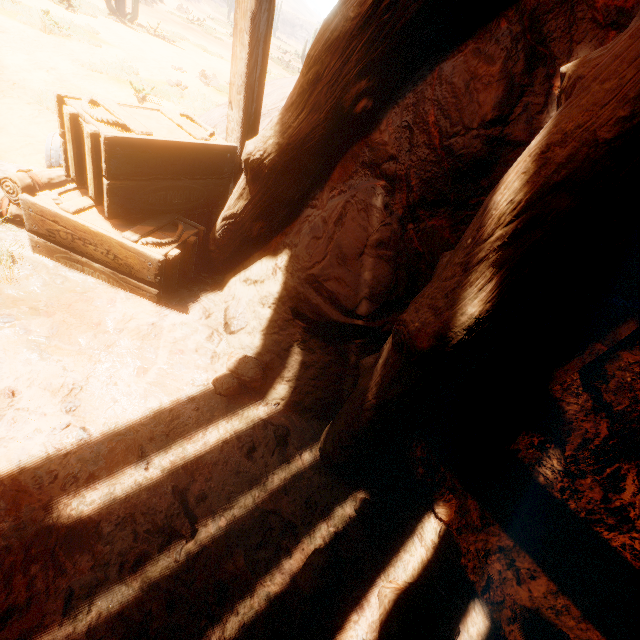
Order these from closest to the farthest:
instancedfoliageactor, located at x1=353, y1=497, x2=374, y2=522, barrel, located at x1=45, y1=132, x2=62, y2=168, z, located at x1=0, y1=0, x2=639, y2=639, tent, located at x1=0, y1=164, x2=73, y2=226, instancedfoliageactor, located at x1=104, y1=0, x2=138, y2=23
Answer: z, located at x1=0, y1=0, x2=639, y2=639 < instancedfoliageactor, located at x1=353, y1=497, x2=374, y2=522 < tent, located at x1=0, y1=164, x2=73, y2=226 < barrel, located at x1=45, y1=132, x2=62, y2=168 < instancedfoliageactor, located at x1=104, y1=0, x2=138, y2=23

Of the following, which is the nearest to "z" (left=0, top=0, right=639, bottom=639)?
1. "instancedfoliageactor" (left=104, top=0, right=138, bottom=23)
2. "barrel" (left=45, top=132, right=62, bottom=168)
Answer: "barrel" (left=45, top=132, right=62, bottom=168)

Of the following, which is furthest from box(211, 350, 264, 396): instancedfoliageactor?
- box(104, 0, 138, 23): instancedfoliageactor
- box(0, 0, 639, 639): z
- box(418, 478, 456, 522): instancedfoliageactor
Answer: box(104, 0, 138, 23): instancedfoliageactor

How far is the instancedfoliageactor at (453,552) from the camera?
2.07m

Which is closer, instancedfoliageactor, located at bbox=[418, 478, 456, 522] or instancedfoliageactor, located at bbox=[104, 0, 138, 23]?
instancedfoliageactor, located at bbox=[418, 478, 456, 522]

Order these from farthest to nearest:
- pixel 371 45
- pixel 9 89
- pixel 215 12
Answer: pixel 215 12 → pixel 9 89 → pixel 371 45

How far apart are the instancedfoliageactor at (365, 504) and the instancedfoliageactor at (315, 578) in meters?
0.3 m

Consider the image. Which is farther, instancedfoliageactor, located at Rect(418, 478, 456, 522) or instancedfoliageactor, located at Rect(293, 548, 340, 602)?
instancedfoliageactor, located at Rect(418, 478, 456, 522)
